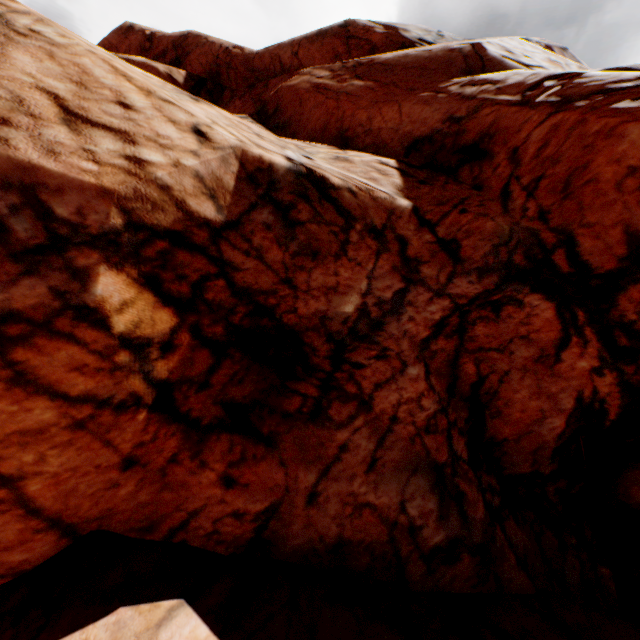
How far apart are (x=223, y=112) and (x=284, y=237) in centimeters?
297cm
